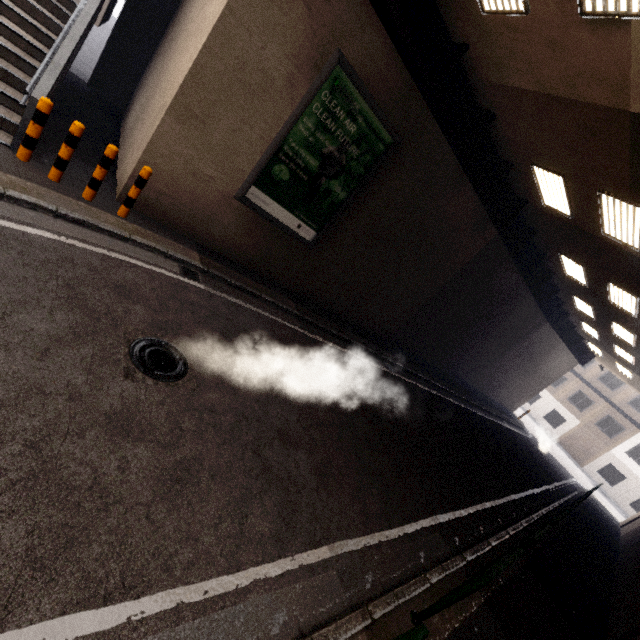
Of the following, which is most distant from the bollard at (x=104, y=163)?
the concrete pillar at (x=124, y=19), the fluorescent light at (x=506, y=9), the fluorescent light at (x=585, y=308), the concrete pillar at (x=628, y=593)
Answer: the fluorescent light at (x=585, y=308)

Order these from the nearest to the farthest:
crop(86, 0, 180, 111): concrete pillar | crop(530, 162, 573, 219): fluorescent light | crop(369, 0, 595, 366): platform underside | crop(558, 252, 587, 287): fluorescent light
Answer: crop(369, 0, 595, 366): platform underside → crop(530, 162, 573, 219): fluorescent light → crop(86, 0, 180, 111): concrete pillar → crop(558, 252, 587, 287): fluorescent light

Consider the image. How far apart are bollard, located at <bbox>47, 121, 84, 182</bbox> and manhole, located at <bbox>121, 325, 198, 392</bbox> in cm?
335

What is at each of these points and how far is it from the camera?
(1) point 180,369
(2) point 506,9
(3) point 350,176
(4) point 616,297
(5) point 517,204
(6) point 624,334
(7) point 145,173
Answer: (1) manhole, 4.4m
(2) fluorescent light, 5.3m
(3) sign, 8.1m
(4) fluorescent light, 11.6m
(5) platform underside, 10.9m
(6) fluorescent light, 14.2m
(7) bollard, 5.9m

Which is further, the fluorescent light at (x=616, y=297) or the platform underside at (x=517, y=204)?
the fluorescent light at (x=616, y=297)

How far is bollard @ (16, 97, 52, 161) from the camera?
5.0m

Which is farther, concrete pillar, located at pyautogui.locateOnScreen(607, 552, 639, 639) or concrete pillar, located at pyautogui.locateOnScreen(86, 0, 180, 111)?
concrete pillar, located at pyautogui.locateOnScreen(86, 0, 180, 111)

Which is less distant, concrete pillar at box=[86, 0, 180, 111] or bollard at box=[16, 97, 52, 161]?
bollard at box=[16, 97, 52, 161]
